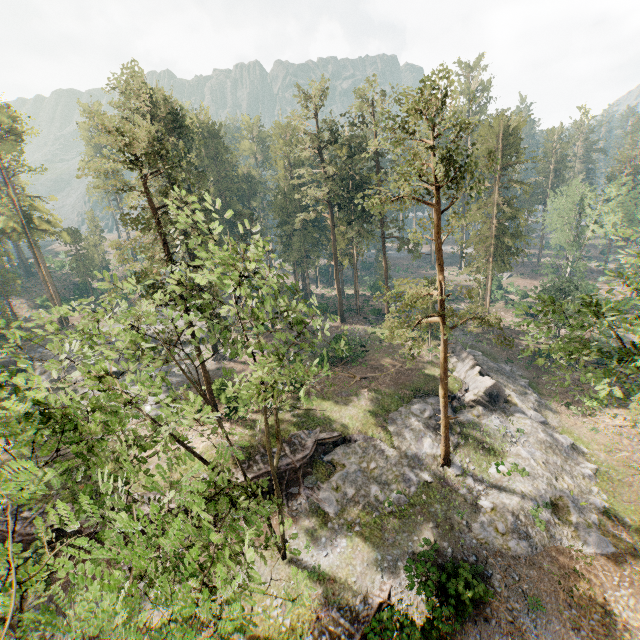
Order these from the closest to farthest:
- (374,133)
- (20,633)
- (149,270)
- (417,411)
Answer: (20,633) → (149,270) → (417,411) → (374,133)

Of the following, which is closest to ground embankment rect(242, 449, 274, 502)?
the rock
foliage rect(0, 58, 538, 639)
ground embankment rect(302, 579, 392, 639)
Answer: the rock

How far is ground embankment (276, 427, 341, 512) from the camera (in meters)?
22.94

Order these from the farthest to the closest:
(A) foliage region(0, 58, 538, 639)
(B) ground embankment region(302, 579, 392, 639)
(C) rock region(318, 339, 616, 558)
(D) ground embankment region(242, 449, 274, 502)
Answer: (D) ground embankment region(242, 449, 274, 502)
(C) rock region(318, 339, 616, 558)
(B) ground embankment region(302, 579, 392, 639)
(A) foliage region(0, 58, 538, 639)

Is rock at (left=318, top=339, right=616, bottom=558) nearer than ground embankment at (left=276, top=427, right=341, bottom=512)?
Yes

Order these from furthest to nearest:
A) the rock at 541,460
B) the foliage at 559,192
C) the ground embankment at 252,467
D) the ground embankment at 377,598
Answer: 1. the ground embankment at 252,467
2. the rock at 541,460
3. the ground embankment at 377,598
4. the foliage at 559,192

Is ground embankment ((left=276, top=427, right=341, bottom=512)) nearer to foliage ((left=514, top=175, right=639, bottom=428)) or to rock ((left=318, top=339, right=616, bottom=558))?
rock ((left=318, top=339, right=616, bottom=558))

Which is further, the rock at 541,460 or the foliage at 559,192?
the rock at 541,460
